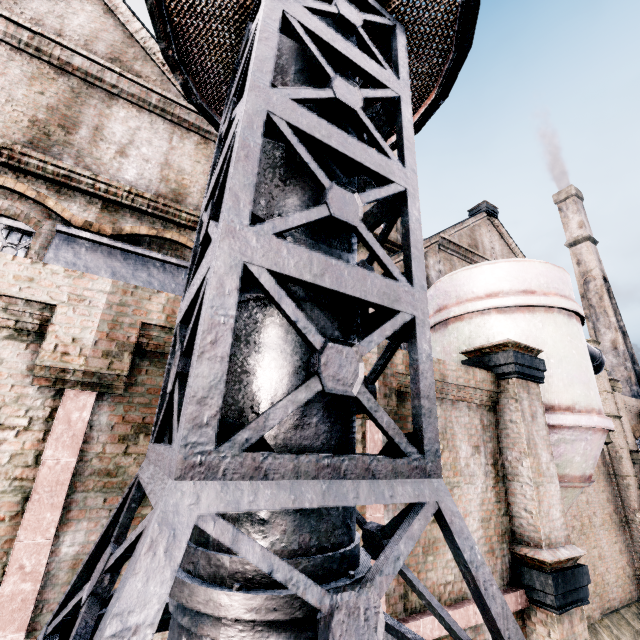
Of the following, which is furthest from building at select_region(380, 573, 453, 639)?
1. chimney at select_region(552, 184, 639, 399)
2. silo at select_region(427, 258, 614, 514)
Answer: chimney at select_region(552, 184, 639, 399)

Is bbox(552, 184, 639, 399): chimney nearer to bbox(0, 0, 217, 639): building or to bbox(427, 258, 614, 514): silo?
bbox(0, 0, 217, 639): building

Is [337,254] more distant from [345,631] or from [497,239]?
[497,239]

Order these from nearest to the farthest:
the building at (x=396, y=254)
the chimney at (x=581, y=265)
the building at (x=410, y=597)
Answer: Result: the building at (x=410, y=597) < the building at (x=396, y=254) < the chimney at (x=581, y=265)

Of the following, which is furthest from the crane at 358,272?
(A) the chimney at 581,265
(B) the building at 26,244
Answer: (A) the chimney at 581,265

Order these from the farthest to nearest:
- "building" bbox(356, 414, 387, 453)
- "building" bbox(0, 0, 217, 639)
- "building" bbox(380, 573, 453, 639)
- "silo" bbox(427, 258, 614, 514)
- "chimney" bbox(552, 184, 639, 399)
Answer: "chimney" bbox(552, 184, 639, 399) → "silo" bbox(427, 258, 614, 514) → "building" bbox(356, 414, 387, 453) → "building" bbox(380, 573, 453, 639) → "building" bbox(0, 0, 217, 639)

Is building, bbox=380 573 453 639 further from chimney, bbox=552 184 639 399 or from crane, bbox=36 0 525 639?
chimney, bbox=552 184 639 399
